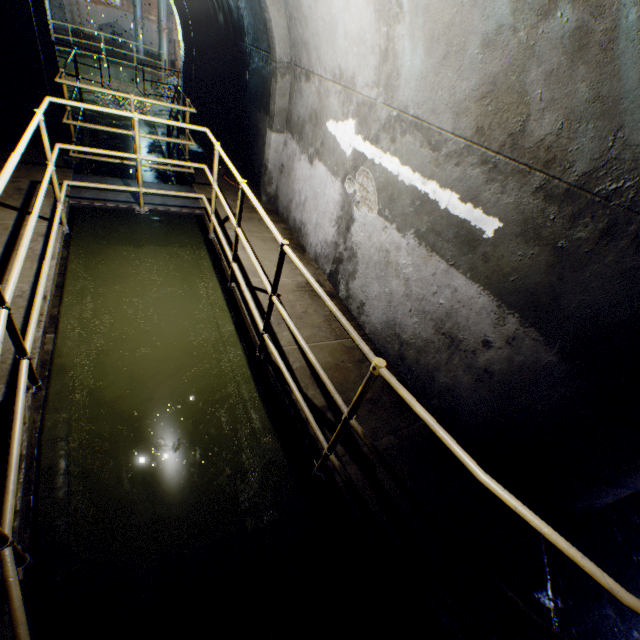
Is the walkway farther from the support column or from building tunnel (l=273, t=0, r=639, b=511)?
the support column

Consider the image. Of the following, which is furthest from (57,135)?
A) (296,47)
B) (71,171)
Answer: (296,47)

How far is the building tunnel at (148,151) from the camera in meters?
9.3

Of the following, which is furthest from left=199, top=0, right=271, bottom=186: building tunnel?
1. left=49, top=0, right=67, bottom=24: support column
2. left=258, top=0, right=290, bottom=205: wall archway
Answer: left=49, top=0, right=67, bottom=24: support column

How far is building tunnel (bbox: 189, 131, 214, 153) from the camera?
9.7 meters

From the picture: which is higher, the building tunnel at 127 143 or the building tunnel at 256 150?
the building tunnel at 256 150

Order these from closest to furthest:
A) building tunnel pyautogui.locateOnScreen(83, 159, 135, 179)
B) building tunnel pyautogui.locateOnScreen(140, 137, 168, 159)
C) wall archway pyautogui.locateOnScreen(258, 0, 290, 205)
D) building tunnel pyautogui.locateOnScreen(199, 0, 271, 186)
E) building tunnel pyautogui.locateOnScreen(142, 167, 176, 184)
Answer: wall archway pyautogui.locateOnScreen(258, 0, 290, 205), building tunnel pyautogui.locateOnScreen(199, 0, 271, 186), building tunnel pyautogui.locateOnScreen(83, 159, 135, 179), building tunnel pyautogui.locateOnScreen(142, 167, 176, 184), building tunnel pyautogui.locateOnScreen(140, 137, 168, 159)

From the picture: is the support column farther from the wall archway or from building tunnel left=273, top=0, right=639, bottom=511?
the wall archway
